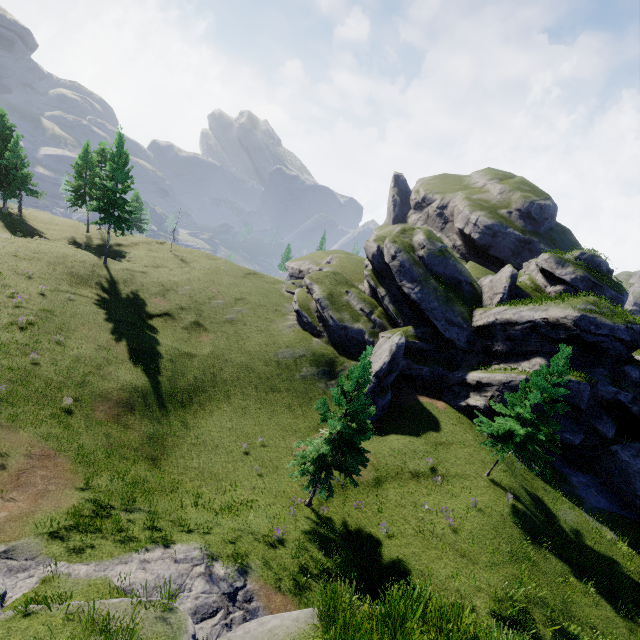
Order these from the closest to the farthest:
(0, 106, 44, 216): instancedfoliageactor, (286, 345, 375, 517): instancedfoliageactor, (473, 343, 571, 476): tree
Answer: (286, 345, 375, 517): instancedfoliageactor
(473, 343, 571, 476): tree
(0, 106, 44, 216): instancedfoliageactor

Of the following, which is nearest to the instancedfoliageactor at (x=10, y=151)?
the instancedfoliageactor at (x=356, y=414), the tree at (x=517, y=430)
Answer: the instancedfoliageactor at (x=356, y=414)

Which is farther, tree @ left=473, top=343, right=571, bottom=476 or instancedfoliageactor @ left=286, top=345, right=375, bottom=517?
tree @ left=473, top=343, right=571, bottom=476

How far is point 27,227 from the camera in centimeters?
4256cm

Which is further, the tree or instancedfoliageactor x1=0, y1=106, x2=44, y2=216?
instancedfoliageactor x1=0, y1=106, x2=44, y2=216

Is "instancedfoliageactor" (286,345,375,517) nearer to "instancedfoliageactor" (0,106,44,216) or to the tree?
the tree

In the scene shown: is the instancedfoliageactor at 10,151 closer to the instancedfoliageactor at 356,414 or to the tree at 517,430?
the instancedfoliageactor at 356,414

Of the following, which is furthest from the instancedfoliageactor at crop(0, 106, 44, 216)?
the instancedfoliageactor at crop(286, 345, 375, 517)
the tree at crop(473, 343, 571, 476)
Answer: the tree at crop(473, 343, 571, 476)
